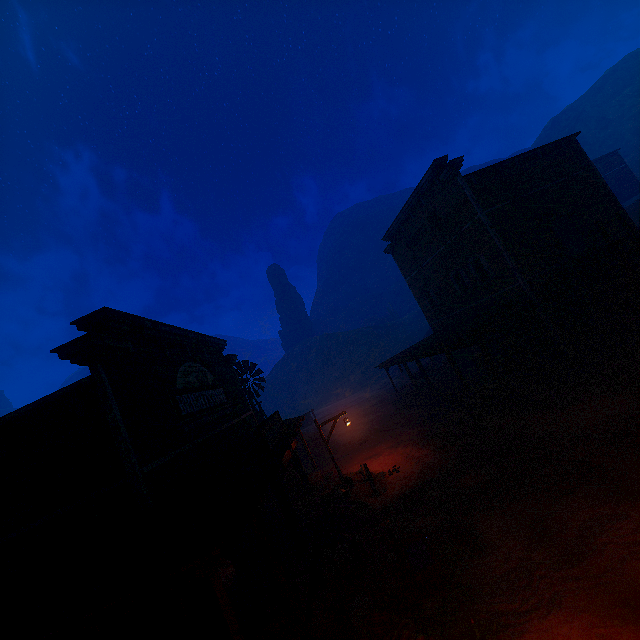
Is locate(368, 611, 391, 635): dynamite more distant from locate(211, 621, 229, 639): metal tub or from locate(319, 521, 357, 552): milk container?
locate(319, 521, 357, 552): milk container

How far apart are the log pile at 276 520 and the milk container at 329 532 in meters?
1.5

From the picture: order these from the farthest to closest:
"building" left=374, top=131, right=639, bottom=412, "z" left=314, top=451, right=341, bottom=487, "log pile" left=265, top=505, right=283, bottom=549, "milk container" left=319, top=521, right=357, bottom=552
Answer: "z" left=314, top=451, right=341, bottom=487, "building" left=374, top=131, right=639, bottom=412, "log pile" left=265, top=505, right=283, bottom=549, "milk container" left=319, top=521, right=357, bottom=552

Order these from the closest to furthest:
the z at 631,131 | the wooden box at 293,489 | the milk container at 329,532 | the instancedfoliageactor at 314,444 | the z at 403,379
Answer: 1. the milk container at 329,532
2. the wooden box at 293,489
3. the instancedfoliageactor at 314,444
4. the z at 403,379
5. the z at 631,131

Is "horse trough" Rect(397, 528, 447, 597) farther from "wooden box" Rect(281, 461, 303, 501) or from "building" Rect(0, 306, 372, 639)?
"wooden box" Rect(281, 461, 303, 501)

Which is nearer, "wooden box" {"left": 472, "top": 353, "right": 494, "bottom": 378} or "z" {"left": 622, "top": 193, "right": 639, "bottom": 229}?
"wooden box" {"left": 472, "top": 353, "right": 494, "bottom": 378}

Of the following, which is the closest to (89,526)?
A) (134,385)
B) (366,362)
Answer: (134,385)

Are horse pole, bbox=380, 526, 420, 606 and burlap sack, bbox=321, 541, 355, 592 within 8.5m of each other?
yes
